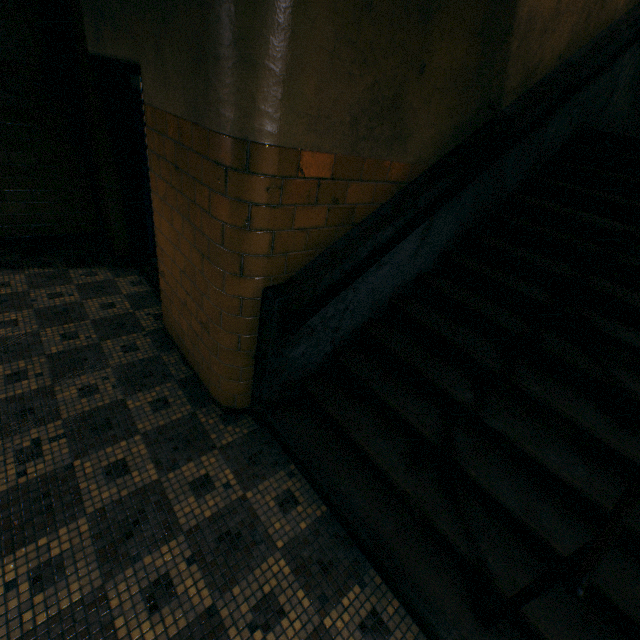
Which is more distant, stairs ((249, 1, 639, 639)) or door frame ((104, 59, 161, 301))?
door frame ((104, 59, 161, 301))

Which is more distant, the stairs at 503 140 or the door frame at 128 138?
the door frame at 128 138

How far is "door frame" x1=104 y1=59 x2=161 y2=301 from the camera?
3.3 meters

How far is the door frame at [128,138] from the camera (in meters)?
3.28

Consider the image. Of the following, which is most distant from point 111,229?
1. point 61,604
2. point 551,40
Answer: point 551,40
